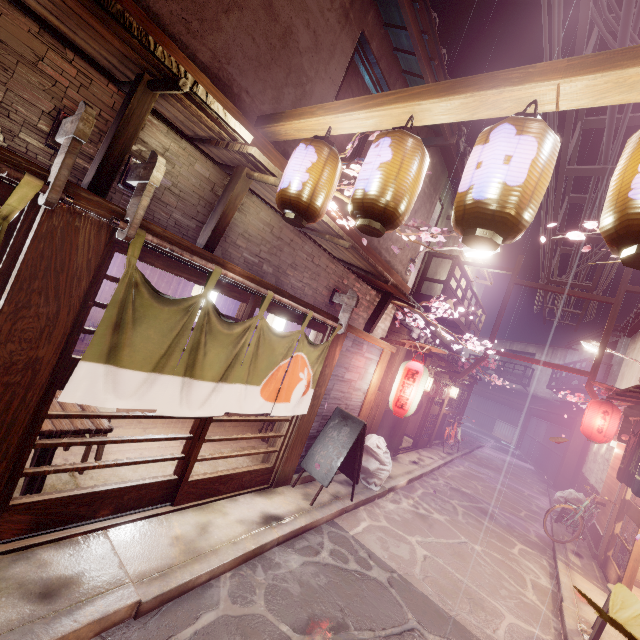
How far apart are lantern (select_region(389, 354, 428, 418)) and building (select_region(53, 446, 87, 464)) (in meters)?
6.10

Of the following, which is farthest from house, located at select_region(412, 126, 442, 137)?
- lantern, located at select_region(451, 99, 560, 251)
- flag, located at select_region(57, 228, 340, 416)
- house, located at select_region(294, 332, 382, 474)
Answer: house, located at select_region(294, 332, 382, 474)

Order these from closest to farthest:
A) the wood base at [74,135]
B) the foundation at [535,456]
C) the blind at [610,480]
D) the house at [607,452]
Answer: the wood base at [74,135] → the blind at [610,480] → the house at [607,452] → the foundation at [535,456]

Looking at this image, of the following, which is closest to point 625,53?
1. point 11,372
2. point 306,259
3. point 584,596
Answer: point 584,596

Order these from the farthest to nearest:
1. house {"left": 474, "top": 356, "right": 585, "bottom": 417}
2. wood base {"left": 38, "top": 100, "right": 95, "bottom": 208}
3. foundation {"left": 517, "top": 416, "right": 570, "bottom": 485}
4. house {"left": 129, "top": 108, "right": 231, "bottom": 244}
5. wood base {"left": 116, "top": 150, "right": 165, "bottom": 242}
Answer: house {"left": 474, "top": 356, "right": 585, "bottom": 417}
foundation {"left": 517, "top": 416, "right": 570, "bottom": 485}
house {"left": 129, "top": 108, "right": 231, "bottom": 244}
wood base {"left": 116, "top": 150, "right": 165, "bottom": 242}
wood base {"left": 38, "top": 100, "right": 95, "bottom": 208}

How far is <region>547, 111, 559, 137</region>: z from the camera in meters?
9.4

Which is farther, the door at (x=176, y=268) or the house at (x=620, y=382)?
the house at (x=620, y=382)

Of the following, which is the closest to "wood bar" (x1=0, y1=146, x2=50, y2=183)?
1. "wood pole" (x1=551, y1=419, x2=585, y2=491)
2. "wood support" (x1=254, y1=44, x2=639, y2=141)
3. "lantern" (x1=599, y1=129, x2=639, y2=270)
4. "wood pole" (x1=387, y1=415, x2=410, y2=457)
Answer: "wood support" (x1=254, y1=44, x2=639, y2=141)
